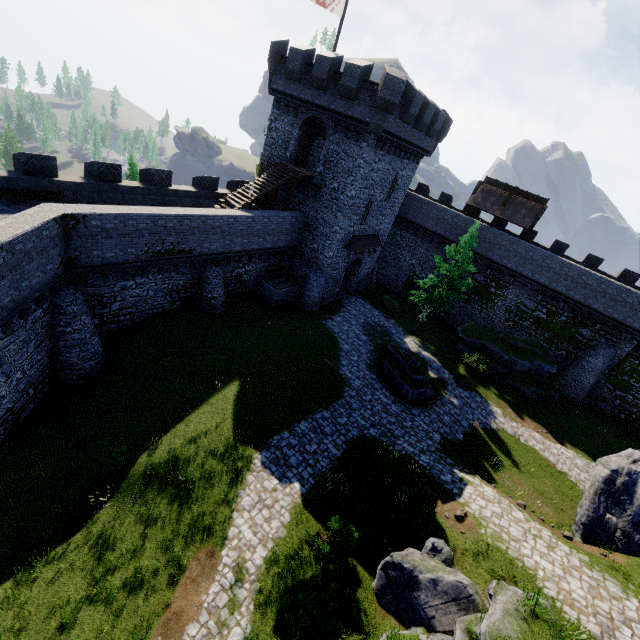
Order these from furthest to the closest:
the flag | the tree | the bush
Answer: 1. the tree
2. the flag
3. the bush

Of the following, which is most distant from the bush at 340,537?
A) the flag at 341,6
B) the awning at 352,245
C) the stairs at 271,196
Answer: the flag at 341,6

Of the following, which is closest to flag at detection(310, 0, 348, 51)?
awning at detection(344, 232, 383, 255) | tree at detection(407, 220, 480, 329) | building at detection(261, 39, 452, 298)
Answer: building at detection(261, 39, 452, 298)

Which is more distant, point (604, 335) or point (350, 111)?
point (604, 335)

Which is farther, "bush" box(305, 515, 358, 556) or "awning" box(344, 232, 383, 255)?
"awning" box(344, 232, 383, 255)

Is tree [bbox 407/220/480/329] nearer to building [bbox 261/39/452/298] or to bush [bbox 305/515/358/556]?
building [bbox 261/39/452/298]

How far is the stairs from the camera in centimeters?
2194cm

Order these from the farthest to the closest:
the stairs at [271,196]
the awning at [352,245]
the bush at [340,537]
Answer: the awning at [352,245]
the stairs at [271,196]
the bush at [340,537]
